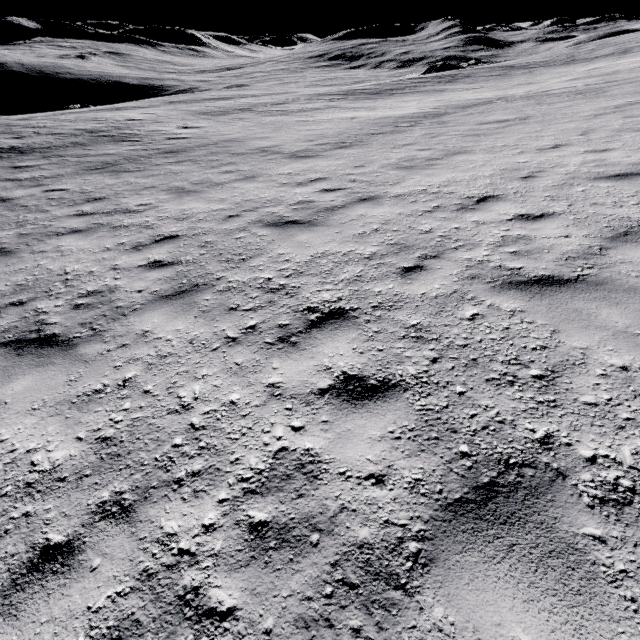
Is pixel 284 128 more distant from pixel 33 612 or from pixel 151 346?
pixel 33 612
